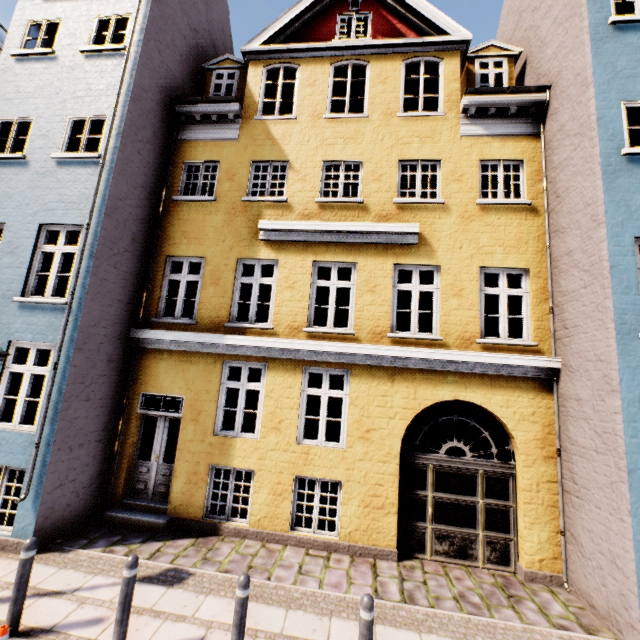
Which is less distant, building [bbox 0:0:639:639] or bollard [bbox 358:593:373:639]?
bollard [bbox 358:593:373:639]

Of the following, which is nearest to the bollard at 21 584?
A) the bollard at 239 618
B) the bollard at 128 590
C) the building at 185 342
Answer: the bollard at 128 590

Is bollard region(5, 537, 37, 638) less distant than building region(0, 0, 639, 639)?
Yes

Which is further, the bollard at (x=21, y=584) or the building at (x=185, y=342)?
the building at (x=185, y=342)

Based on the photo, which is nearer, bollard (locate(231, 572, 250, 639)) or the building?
bollard (locate(231, 572, 250, 639))

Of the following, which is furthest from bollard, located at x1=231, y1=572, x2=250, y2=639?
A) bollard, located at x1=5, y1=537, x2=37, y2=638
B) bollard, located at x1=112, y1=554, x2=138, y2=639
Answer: bollard, located at x1=5, y1=537, x2=37, y2=638

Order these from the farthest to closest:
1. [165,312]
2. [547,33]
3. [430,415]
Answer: [430,415], [165,312], [547,33]

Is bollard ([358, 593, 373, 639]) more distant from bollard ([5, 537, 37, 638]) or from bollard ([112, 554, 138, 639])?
bollard ([5, 537, 37, 638])
